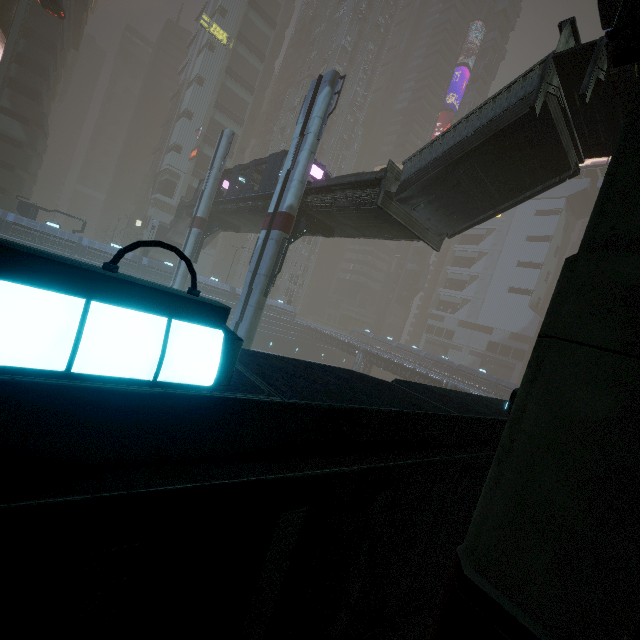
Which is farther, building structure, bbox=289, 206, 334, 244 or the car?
the car

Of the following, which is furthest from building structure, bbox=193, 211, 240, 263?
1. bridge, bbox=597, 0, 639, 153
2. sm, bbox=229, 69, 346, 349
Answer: bridge, bbox=597, 0, 639, 153

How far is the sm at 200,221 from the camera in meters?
27.9 m

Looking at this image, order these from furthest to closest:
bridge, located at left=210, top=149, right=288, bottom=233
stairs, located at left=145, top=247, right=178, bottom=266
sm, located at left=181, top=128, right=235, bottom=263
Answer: stairs, located at left=145, top=247, right=178, bottom=266 → sm, located at left=181, top=128, right=235, bottom=263 → bridge, located at left=210, top=149, right=288, bottom=233

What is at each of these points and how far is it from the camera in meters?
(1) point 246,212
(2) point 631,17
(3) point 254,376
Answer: (1) bridge, 24.9
(2) sm, 2.6
(3) building, 2.1

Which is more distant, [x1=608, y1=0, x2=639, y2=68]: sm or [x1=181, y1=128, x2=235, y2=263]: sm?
[x1=181, y1=128, x2=235, y2=263]: sm

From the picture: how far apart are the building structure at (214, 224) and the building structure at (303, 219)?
13.3m

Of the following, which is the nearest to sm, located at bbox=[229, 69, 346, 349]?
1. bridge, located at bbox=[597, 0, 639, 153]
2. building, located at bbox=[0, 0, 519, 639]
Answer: building, located at bbox=[0, 0, 519, 639]
